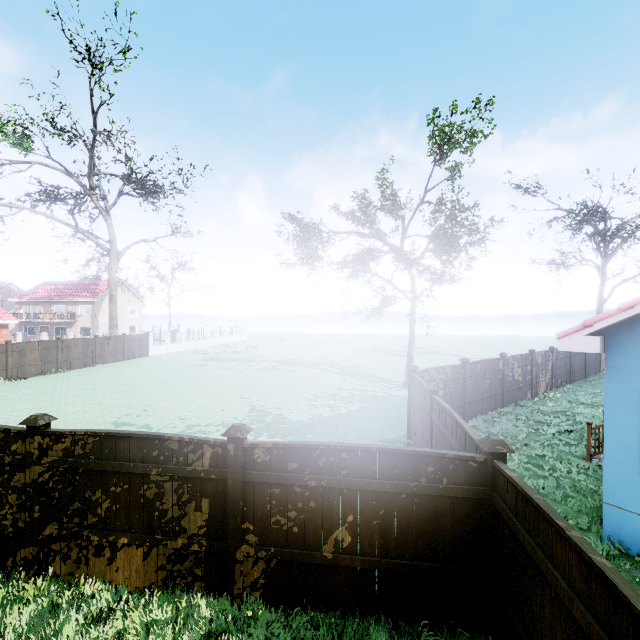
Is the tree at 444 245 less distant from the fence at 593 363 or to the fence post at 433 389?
the fence at 593 363

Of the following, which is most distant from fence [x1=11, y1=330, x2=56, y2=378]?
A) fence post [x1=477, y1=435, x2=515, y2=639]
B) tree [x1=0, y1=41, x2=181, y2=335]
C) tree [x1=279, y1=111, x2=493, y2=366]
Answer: tree [x1=279, y1=111, x2=493, y2=366]

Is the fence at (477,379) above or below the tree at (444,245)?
below

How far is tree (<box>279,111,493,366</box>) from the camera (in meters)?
15.94

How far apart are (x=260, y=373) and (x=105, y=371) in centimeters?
1159cm

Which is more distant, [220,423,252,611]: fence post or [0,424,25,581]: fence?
[0,424,25,581]: fence

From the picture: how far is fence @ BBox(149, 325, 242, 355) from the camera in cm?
3422
